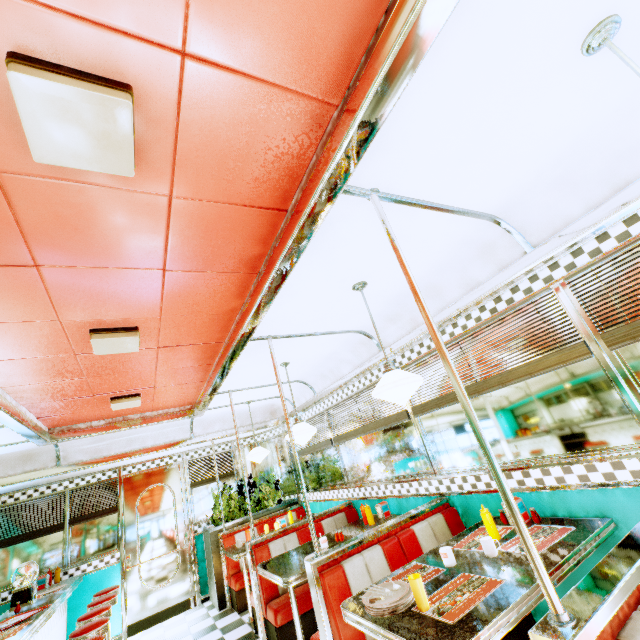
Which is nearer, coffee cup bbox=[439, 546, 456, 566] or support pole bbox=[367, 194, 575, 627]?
support pole bbox=[367, 194, 575, 627]

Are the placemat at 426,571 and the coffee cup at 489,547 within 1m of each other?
yes

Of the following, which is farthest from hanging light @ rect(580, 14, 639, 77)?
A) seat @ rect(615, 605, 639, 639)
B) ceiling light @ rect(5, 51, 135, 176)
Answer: ceiling light @ rect(5, 51, 135, 176)

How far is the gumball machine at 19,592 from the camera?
4.0 meters

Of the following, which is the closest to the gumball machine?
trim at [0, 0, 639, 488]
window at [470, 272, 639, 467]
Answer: trim at [0, 0, 639, 488]

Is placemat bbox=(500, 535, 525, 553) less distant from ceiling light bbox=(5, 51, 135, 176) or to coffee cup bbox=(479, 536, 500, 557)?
coffee cup bbox=(479, 536, 500, 557)

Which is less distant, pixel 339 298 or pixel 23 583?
pixel 339 298

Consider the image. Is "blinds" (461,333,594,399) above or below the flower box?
above
